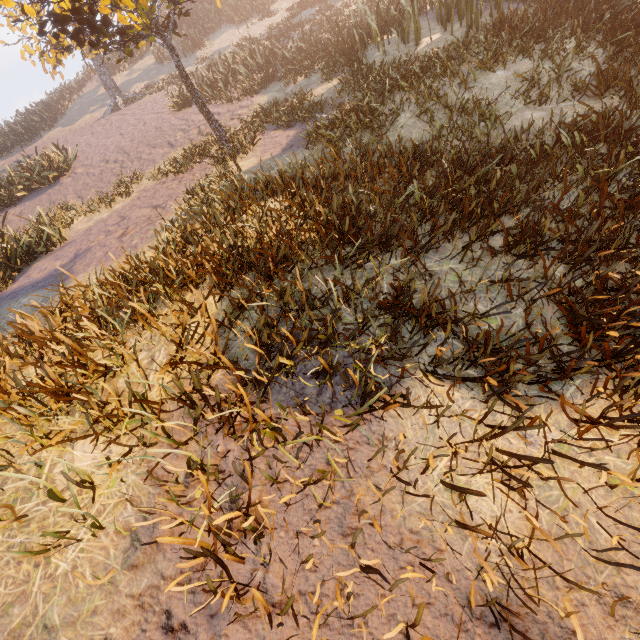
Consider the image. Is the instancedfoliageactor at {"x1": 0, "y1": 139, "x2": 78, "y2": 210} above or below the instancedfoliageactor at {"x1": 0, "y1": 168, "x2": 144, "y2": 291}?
above

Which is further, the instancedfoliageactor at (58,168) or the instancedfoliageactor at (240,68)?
the instancedfoliageactor at (58,168)

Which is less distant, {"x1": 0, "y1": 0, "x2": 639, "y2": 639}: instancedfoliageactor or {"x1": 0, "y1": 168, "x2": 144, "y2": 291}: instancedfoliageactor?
{"x1": 0, "y1": 0, "x2": 639, "y2": 639}: instancedfoliageactor

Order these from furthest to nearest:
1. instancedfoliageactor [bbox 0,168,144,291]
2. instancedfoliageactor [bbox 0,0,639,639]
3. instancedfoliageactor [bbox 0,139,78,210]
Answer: instancedfoliageactor [bbox 0,139,78,210] → instancedfoliageactor [bbox 0,168,144,291] → instancedfoliageactor [bbox 0,0,639,639]

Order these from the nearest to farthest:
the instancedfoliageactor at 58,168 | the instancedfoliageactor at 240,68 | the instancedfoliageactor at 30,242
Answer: the instancedfoliageactor at 240,68 → the instancedfoliageactor at 30,242 → the instancedfoliageactor at 58,168

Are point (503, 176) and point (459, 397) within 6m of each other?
yes

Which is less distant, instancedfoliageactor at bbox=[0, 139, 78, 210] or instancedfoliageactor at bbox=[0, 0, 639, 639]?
instancedfoliageactor at bbox=[0, 0, 639, 639]
